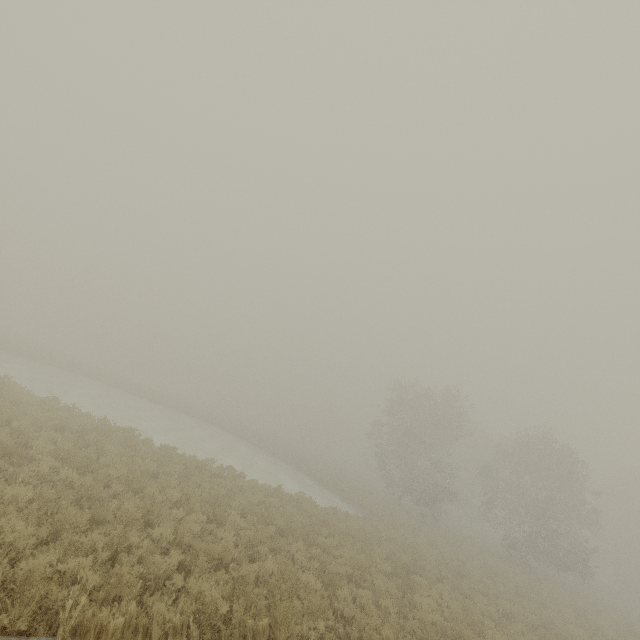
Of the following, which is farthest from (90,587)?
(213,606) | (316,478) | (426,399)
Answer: (426,399)
